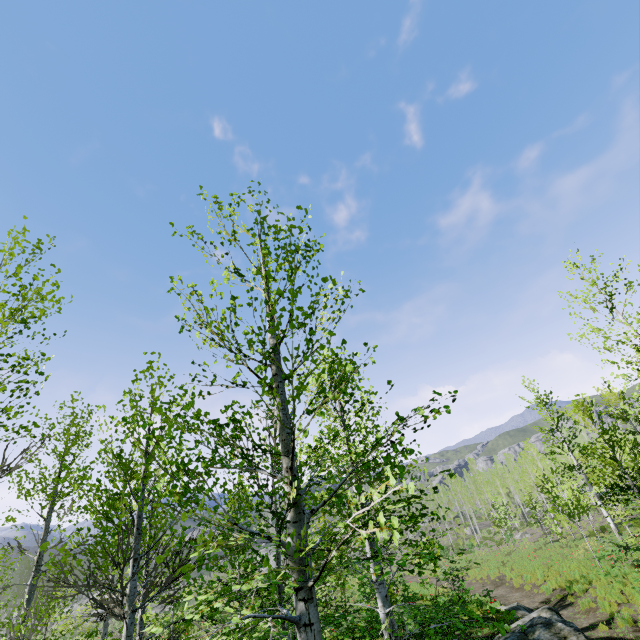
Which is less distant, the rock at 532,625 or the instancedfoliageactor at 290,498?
the instancedfoliageactor at 290,498

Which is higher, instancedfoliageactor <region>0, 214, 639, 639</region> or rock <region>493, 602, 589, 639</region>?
instancedfoliageactor <region>0, 214, 639, 639</region>

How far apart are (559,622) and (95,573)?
13.05m

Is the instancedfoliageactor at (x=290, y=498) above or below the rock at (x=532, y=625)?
above

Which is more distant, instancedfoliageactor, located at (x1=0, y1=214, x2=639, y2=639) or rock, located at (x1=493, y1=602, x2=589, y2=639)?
rock, located at (x1=493, y1=602, x2=589, y2=639)
